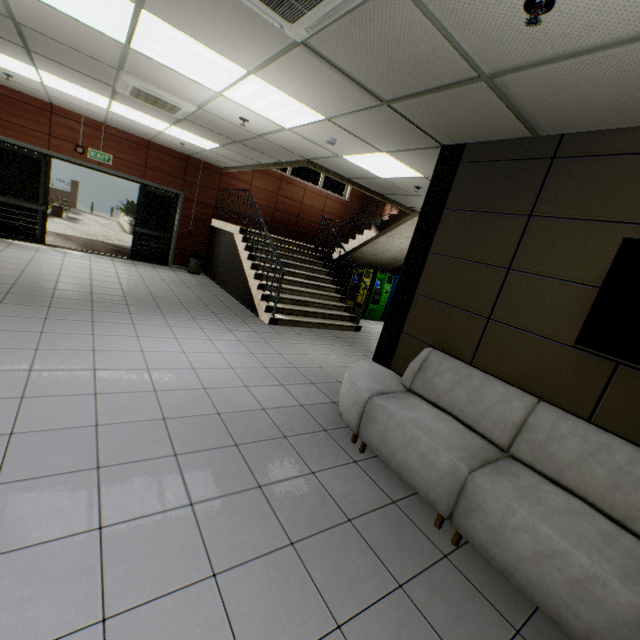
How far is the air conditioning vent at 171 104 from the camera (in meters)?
4.32

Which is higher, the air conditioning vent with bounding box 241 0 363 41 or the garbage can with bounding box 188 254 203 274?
the air conditioning vent with bounding box 241 0 363 41

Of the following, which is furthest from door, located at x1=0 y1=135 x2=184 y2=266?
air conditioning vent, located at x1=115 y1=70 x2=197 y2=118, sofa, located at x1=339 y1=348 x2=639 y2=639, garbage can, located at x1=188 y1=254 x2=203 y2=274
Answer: sofa, located at x1=339 y1=348 x2=639 y2=639

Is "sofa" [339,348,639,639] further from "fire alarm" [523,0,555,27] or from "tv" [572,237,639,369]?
"fire alarm" [523,0,555,27]

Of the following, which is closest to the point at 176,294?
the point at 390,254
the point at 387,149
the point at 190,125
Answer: the point at 190,125

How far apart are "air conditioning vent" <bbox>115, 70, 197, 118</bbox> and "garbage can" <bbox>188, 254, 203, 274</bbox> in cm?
468

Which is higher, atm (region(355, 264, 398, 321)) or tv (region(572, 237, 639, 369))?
tv (region(572, 237, 639, 369))

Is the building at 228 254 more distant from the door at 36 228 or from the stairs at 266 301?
the door at 36 228
